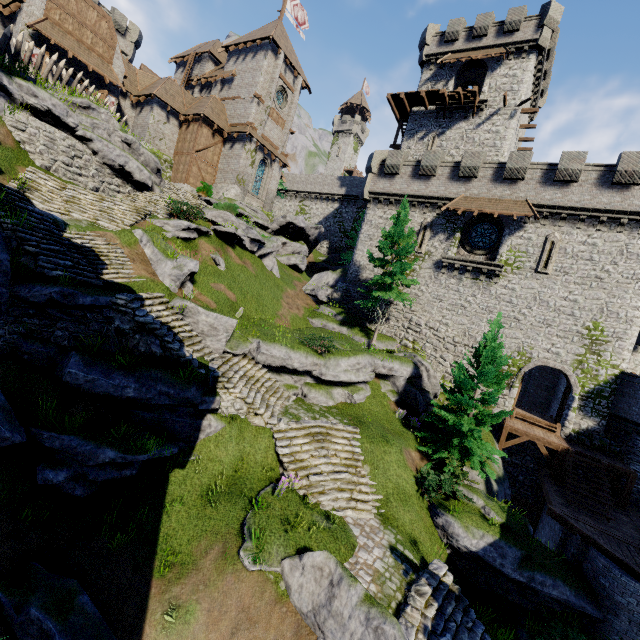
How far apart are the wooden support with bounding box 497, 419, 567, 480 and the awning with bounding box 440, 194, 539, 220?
13.12m

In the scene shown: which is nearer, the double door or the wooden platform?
the double door

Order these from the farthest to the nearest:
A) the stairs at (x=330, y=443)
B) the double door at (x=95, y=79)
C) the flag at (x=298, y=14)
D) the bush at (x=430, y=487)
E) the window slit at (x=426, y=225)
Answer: the flag at (x=298, y=14)
the window slit at (x=426, y=225)
the double door at (x=95, y=79)
the bush at (x=430, y=487)
the stairs at (x=330, y=443)

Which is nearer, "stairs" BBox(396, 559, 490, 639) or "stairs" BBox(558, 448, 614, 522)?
"stairs" BBox(396, 559, 490, 639)

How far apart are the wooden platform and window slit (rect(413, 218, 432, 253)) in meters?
12.7 m

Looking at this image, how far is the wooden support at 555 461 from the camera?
18.0m

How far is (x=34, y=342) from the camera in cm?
1008

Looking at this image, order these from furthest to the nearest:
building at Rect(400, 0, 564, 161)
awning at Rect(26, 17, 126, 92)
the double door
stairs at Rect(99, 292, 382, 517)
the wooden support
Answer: building at Rect(400, 0, 564, 161)
the double door
awning at Rect(26, 17, 126, 92)
the wooden support
stairs at Rect(99, 292, 382, 517)
